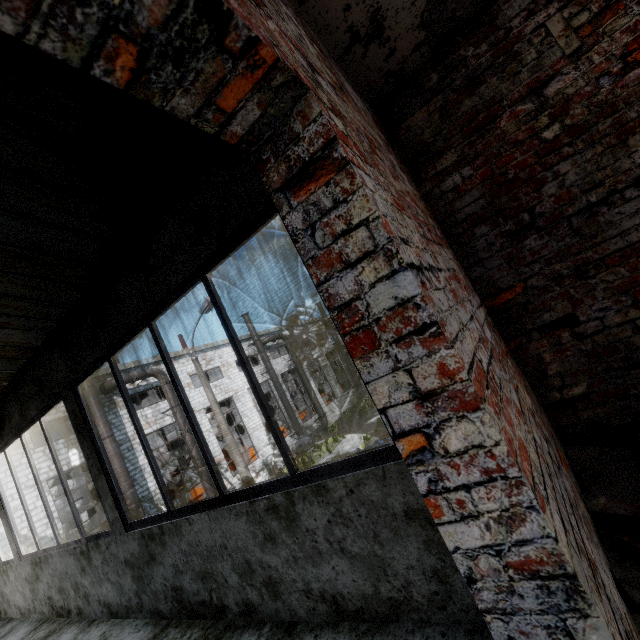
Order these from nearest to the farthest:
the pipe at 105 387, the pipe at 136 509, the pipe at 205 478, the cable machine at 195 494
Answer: the pipe at 136 509, the pipe at 105 387, the pipe at 205 478, the cable machine at 195 494

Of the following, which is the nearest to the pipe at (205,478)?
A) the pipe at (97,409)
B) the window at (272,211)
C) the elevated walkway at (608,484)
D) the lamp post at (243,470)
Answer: the pipe at (97,409)

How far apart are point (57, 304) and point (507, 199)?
3.9m

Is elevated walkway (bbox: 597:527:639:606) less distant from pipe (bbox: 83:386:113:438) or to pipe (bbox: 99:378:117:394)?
pipe (bbox: 83:386:113:438)

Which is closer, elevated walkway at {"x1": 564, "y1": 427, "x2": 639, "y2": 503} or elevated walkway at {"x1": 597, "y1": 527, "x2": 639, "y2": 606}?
elevated walkway at {"x1": 597, "y1": 527, "x2": 639, "y2": 606}

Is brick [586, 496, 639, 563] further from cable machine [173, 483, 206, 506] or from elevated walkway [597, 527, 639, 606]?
cable machine [173, 483, 206, 506]

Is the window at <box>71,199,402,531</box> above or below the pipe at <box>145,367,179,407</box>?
below

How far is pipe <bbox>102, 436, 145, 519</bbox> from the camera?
15.66m
